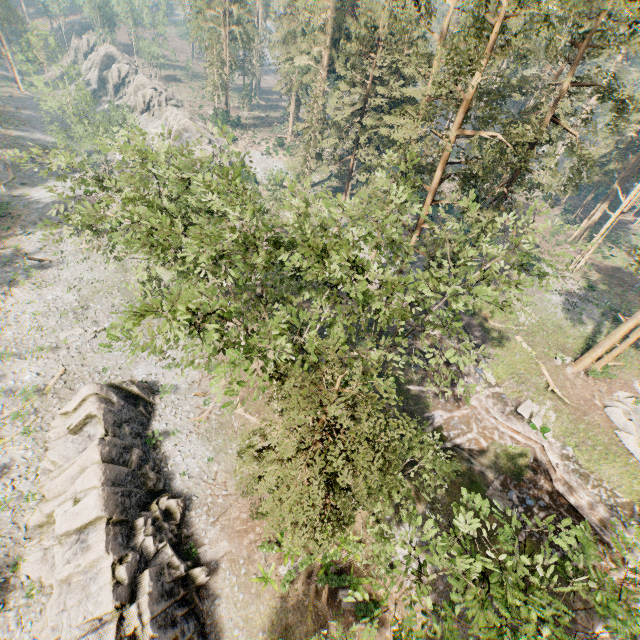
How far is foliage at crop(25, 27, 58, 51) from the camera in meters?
42.4

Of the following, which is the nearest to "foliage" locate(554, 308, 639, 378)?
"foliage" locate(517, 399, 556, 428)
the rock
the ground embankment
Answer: the ground embankment

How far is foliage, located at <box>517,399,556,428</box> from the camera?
25.1m

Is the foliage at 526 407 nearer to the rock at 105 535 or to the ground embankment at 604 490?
the ground embankment at 604 490

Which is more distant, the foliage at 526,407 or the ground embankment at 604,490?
the foliage at 526,407

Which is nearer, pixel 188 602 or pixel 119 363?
pixel 188 602

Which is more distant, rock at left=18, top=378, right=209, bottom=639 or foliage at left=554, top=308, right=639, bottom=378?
foliage at left=554, top=308, right=639, bottom=378

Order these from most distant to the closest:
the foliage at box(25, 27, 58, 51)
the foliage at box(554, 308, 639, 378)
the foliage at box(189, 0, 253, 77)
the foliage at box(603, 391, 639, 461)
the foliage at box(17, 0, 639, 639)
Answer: the foliage at box(189, 0, 253, 77)
the foliage at box(25, 27, 58, 51)
the foliage at box(554, 308, 639, 378)
the foliage at box(603, 391, 639, 461)
the foliage at box(17, 0, 639, 639)
